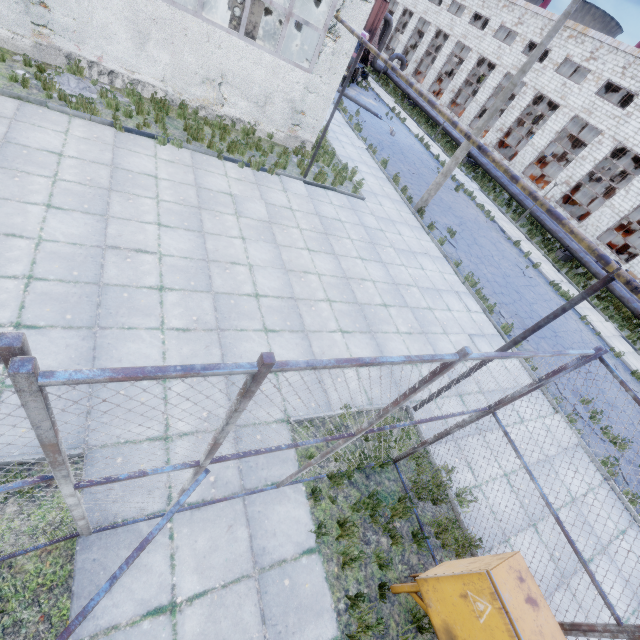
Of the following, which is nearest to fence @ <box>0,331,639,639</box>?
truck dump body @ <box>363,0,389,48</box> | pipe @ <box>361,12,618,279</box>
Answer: pipe @ <box>361,12,618,279</box>

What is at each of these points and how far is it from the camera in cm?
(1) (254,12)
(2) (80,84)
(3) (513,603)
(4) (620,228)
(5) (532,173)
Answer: (1) boiler group, 1014
(2) concrete debris, 945
(3) gas box, 340
(4) cable machine, 3369
(5) cable machine, 3095

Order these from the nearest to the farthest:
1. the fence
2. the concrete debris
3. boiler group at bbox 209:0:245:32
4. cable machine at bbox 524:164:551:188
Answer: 1. the fence
2. the concrete debris
3. boiler group at bbox 209:0:245:32
4. cable machine at bbox 524:164:551:188

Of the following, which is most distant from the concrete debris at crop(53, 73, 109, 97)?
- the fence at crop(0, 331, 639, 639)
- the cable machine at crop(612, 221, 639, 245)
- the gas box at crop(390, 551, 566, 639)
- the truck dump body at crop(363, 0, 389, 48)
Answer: the cable machine at crop(612, 221, 639, 245)

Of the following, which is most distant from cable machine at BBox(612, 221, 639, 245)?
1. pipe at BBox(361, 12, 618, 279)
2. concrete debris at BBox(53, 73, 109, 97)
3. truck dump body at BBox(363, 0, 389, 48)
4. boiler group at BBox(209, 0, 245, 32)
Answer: concrete debris at BBox(53, 73, 109, 97)

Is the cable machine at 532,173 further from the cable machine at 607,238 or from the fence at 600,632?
the fence at 600,632

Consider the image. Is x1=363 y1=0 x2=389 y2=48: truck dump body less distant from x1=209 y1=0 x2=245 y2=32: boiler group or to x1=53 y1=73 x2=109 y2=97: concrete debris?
x1=209 y1=0 x2=245 y2=32: boiler group

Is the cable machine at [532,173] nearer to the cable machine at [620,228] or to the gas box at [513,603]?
the cable machine at [620,228]
